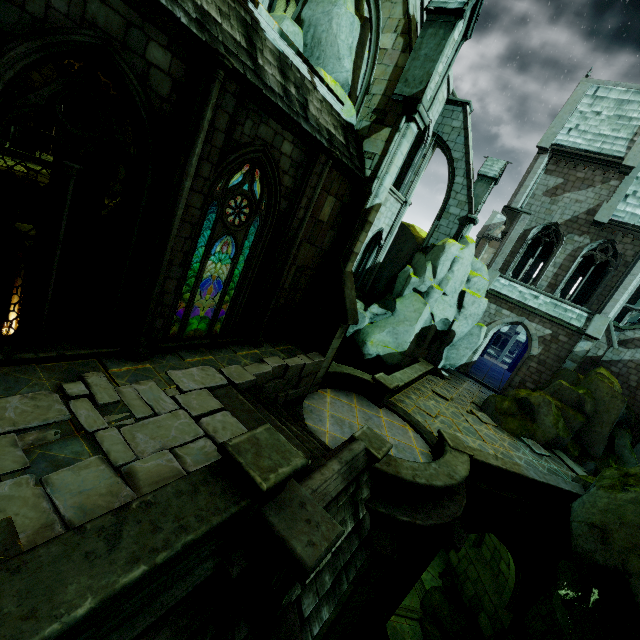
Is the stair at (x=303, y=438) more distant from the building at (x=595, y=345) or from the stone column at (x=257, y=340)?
the building at (x=595, y=345)

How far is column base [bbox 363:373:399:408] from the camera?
12.8 meters

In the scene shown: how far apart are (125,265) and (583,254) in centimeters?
2553cm

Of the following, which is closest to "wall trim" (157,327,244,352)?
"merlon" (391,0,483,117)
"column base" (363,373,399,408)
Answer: "column base" (363,373,399,408)

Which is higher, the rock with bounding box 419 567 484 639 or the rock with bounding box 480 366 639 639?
the rock with bounding box 480 366 639 639

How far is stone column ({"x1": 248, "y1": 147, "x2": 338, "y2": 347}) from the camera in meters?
8.2 m

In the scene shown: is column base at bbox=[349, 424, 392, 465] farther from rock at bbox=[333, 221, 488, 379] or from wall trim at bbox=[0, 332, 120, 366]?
rock at bbox=[333, 221, 488, 379]

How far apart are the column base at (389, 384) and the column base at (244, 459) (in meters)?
8.25
